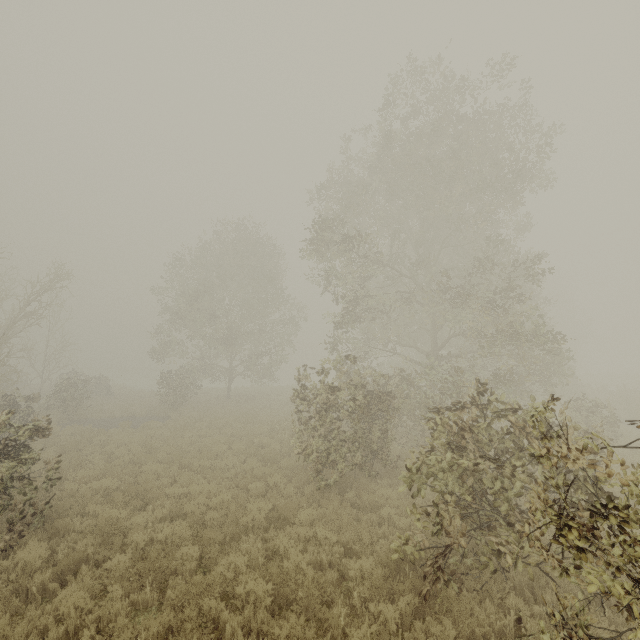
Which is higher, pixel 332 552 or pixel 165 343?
pixel 165 343

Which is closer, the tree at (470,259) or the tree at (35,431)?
the tree at (470,259)

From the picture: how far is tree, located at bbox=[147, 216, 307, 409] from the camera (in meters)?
23.77

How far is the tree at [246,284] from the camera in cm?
2377

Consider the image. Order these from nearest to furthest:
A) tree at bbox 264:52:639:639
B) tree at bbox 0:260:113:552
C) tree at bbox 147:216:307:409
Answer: tree at bbox 264:52:639:639 < tree at bbox 0:260:113:552 < tree at bbox 147:216:307:409

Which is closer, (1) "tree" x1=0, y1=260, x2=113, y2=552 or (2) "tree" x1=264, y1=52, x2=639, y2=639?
(2) "tree" x1=264, y1=52, x2=639, y2=639

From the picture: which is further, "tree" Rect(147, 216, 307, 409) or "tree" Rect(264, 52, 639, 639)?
"tree" Rect(147, 216, 307, 409)
